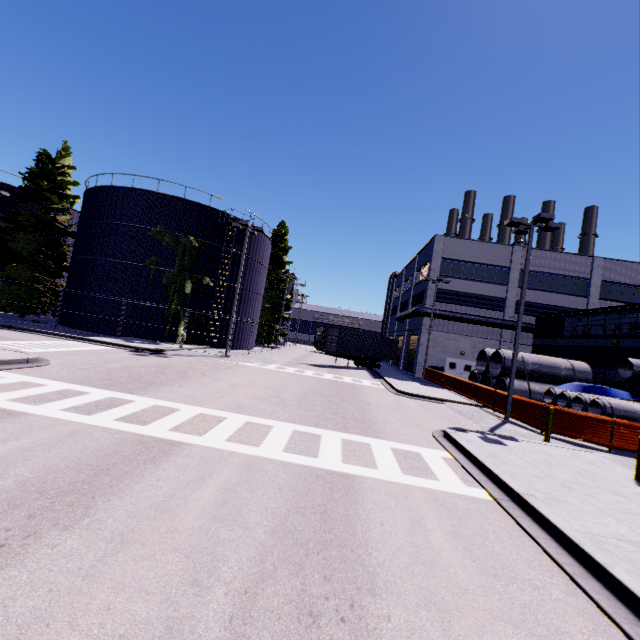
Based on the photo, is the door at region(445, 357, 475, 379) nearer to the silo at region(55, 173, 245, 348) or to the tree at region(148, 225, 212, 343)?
the silo at region(55, 173, 245, 348)

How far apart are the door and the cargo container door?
11.9m

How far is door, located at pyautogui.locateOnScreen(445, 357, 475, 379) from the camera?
33.00m

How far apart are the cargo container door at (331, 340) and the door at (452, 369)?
11.93m

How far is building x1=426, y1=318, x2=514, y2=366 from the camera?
32.8m

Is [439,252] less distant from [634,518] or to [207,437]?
[634,518]

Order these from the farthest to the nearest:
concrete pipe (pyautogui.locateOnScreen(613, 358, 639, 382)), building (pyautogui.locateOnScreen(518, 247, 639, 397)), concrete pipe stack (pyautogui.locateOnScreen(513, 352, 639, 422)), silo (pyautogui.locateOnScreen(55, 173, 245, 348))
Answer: silo (pyautogui.locateOnScreen(55, 173, 245, 348)) → building (pyautogui.locateOnScreen(518, 247, 639, 397)) → concrete pipe stack (pyautogui.locateOnScreen(513, 352, 639, 422)) → concrete pipe (pyautogui.locateOnScreen(613, 358, 639, 382))

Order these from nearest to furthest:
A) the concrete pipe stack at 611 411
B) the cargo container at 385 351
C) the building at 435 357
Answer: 1. the concrete pipe stack at 611 411
2. the cargo container at 385 351
3. the building at 435 357
